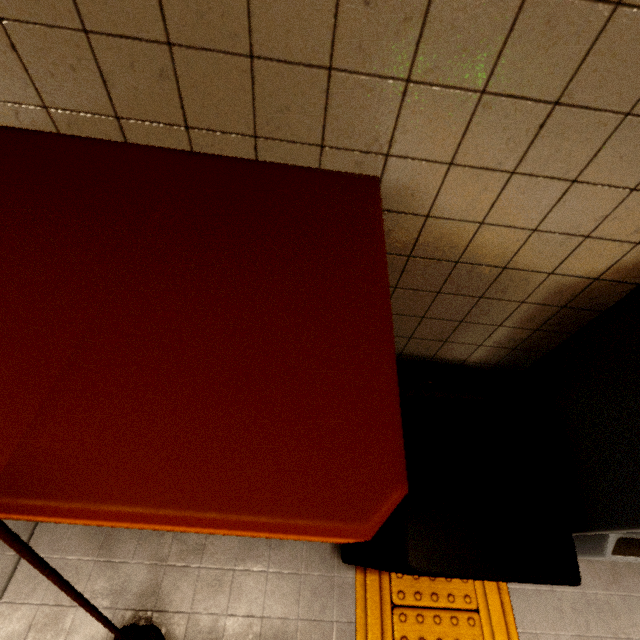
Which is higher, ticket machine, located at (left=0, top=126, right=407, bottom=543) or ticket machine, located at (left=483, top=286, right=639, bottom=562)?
ticket machine, located at (left=0, top=126, right=407, bottom=543)

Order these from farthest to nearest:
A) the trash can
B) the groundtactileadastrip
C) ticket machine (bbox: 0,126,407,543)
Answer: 1. the groundtactileadastrip
2. the trash can
3. ticket machine (bbox: 0,126,407,543)

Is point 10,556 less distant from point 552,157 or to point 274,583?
point 274,583

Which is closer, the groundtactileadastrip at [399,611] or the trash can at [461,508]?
the trash can at [461,508]

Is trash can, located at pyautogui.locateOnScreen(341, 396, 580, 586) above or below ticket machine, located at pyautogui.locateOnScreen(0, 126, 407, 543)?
below

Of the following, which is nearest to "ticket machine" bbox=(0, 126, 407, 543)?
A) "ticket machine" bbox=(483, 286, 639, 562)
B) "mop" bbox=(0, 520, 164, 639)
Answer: "mop" bbox=(0, 520, 164, 639)

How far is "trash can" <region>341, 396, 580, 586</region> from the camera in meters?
0.9 m

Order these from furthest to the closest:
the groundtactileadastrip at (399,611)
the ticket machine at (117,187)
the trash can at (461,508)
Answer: the groundtactileadastrip at (399,611), the trash can at (461,508), the ticket machine at (117,187)
